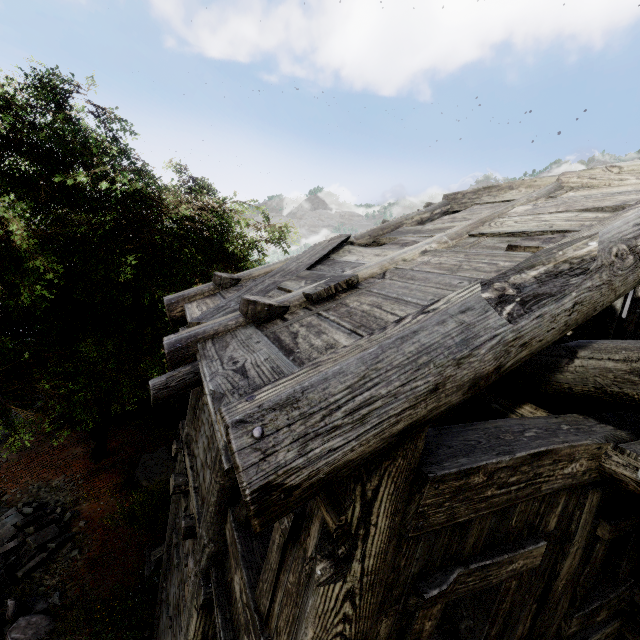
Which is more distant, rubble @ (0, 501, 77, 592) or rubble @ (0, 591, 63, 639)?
rubble @ (0, 501, 77, 592)

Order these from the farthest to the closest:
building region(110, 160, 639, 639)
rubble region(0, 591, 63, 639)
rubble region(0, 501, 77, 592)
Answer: rubble region(0, 501, 77, 592) → rubble region(0, 591, 63, 639) → building region(110, 160, 639, 639)

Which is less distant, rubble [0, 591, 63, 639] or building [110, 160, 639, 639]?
building [110, 160, 639, 639]

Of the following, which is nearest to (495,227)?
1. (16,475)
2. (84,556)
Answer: (84,556)

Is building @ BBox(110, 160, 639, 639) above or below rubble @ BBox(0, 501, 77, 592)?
above

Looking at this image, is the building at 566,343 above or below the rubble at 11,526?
above

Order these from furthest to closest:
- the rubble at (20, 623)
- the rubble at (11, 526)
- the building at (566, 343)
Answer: the rubble at (11, 526), the rubble at (20, 623), the building at (566, 343)
